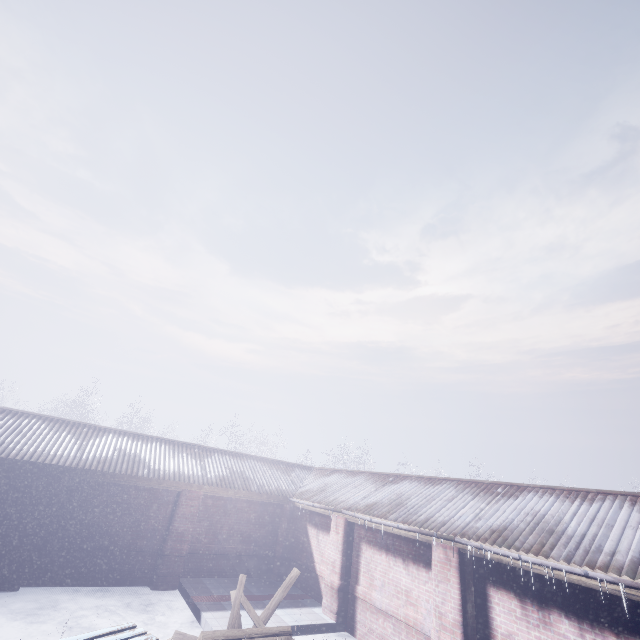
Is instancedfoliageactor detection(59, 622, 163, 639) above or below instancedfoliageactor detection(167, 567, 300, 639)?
above

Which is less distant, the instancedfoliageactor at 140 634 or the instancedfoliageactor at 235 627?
the instancedfoliageactor at 140 634

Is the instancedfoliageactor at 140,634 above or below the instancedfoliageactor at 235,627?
above

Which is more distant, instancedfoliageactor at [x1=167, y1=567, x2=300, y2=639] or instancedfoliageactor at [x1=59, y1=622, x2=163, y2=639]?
instancedfoliageactor at [x1=167, y1=567, x2=300, y2=639]

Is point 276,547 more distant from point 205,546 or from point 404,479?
point 404,479
